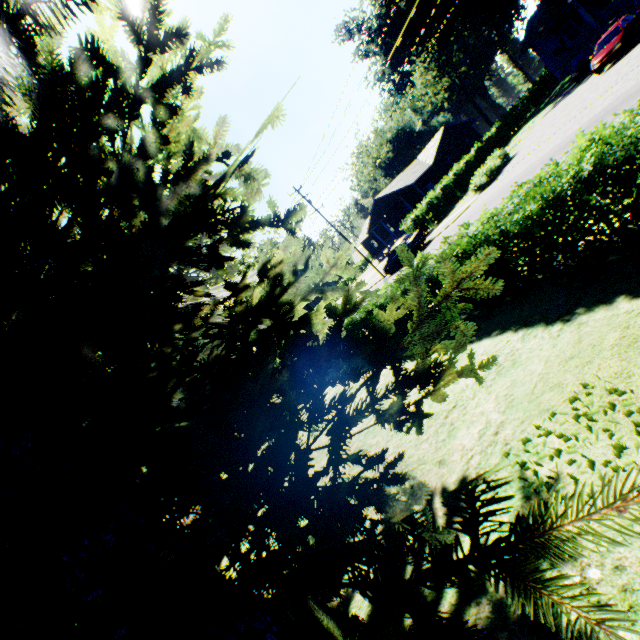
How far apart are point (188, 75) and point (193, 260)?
1.9m

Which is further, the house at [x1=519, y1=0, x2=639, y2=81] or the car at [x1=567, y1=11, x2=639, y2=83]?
the house at [x1=519, y1=0, x2=639, y2=81]

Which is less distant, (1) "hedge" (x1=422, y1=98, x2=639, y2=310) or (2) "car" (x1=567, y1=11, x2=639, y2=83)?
(1) "hedge" (x1=422, y1=98, x2=639, y2=310)

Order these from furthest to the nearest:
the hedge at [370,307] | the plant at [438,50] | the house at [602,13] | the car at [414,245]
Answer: the plant at [438,50] < the car at [414,245] < the house at [602,13] < the hedge at [370,307]

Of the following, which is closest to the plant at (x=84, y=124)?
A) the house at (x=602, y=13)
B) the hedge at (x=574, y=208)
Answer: the hedge at (x=574, y=208)

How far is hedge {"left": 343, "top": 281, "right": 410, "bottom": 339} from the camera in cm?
911

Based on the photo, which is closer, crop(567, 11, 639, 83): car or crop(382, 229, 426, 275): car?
crop(567, 11, 639, 83): car

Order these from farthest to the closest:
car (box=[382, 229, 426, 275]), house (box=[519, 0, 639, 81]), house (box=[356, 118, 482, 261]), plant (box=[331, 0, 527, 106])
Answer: plant (box=[331, 0, 527, 106])
house (box=[356, 118, 482, 261])
car (box=[382, 229, 426, 275])
house (box=[519, 0, 639, 81])
